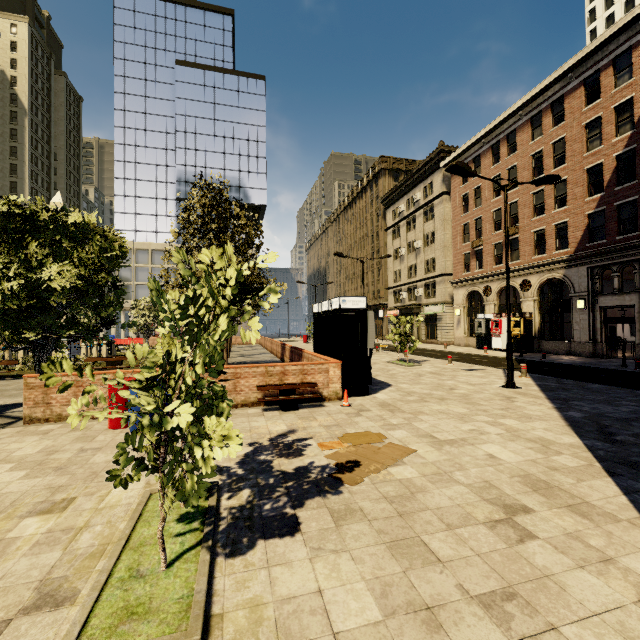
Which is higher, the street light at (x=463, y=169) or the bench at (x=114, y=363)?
the street light at (x=463, y=169)

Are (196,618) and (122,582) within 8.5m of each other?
yes

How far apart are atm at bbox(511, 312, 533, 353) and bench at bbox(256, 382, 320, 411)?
21.58m

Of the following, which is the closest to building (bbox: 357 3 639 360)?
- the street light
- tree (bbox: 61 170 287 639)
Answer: the street light

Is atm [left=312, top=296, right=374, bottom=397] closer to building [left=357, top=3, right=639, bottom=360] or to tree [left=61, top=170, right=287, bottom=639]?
tree [left=61, top=170, right=287, bottom=639]

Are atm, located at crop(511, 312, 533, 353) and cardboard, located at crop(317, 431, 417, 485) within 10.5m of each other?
no

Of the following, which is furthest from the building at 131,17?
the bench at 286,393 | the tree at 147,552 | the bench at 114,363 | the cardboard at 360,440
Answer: the bench at 114,363

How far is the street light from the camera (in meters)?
11.30
